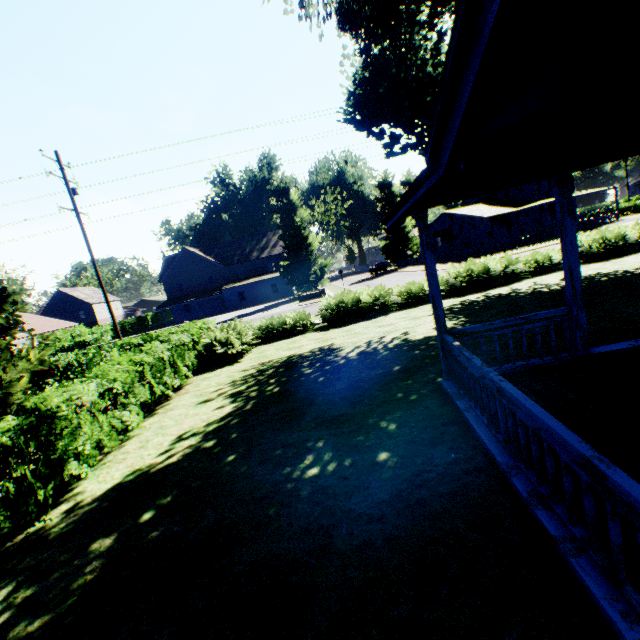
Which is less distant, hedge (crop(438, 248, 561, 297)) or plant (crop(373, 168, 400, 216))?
hedge (crop(438, 248, 561, 297))

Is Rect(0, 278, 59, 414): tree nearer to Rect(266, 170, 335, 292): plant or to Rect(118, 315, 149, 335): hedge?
Rect(118, 315, 149, 335): hedge

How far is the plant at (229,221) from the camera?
57.2 meters

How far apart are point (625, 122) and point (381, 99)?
11.6m

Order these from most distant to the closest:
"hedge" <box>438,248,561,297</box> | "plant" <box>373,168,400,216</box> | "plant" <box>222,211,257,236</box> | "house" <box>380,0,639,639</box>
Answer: "plant" <box>222,211,257,236</box> → "plant" <box>373,168,400,216</box> → "hedge" <box>438,248,561,297</box> → "house" <box>380,0,639,639</box>

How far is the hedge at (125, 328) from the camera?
49.7 meters

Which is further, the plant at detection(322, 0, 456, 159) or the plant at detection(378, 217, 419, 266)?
the plant at detection(378, 217, 419, 266)

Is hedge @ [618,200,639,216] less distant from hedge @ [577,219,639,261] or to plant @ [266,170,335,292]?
plant @ [266,170,335,292]
